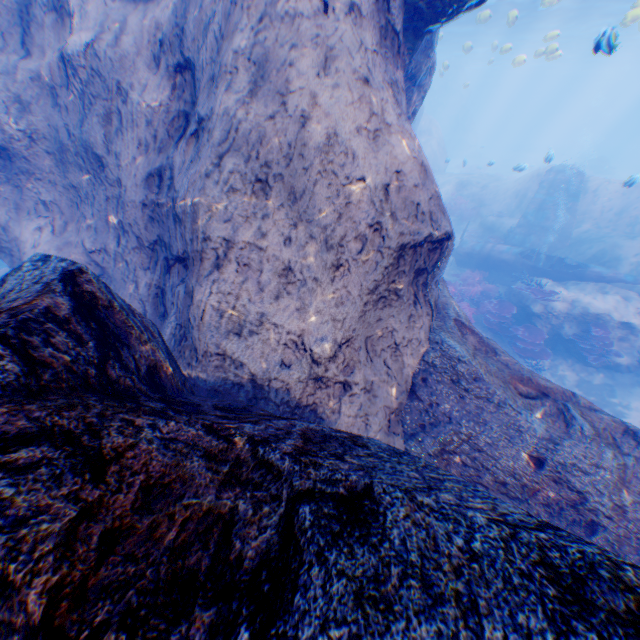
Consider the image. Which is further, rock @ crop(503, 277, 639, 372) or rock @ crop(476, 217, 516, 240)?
rock @ crop(476, 217, 516, 240)

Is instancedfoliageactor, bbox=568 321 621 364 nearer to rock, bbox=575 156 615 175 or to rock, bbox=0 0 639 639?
A: rock, bbox=0 0 639 639

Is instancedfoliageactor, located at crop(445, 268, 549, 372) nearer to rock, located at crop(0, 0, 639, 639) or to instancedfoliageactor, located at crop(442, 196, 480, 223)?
rock, located at crop(0, 0, 639, 639)

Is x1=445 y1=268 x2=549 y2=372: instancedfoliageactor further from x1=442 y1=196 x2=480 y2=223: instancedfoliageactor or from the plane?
x1=442 y1=196 x2=480 y2=223: instancedfoliageactor

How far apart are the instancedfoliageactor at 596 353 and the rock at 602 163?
37.1 meters

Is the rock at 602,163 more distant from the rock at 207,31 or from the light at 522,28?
the light at 522,28

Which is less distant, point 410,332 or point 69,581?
point 69,581

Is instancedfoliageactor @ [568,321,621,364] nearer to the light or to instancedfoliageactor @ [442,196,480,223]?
the light
